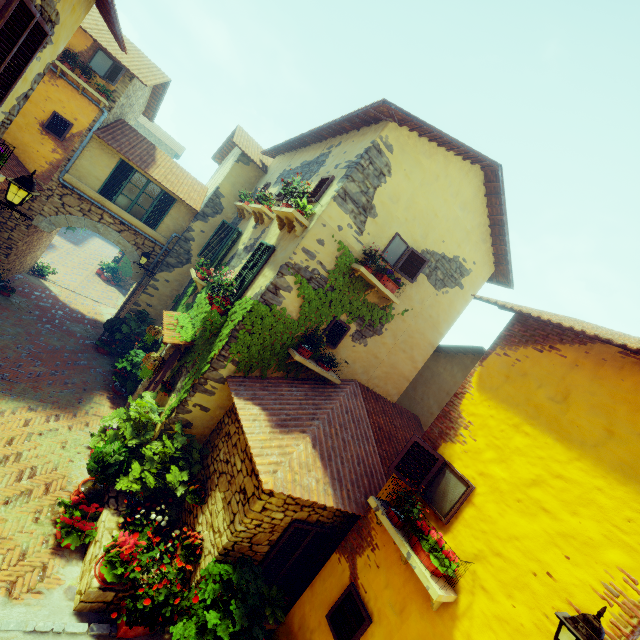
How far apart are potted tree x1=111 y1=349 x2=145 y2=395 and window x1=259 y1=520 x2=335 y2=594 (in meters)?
6.73

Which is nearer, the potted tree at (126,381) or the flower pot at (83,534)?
the flower pot at (83,534)

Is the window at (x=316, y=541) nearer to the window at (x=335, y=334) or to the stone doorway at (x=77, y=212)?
the window at (x=335, y=334)

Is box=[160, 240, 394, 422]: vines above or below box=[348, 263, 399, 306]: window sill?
below

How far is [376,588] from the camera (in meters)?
4.88

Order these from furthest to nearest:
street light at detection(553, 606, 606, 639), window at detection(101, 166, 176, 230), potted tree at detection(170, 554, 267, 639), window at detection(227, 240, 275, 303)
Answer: window at detection(101, 166, 176, 230)
window at detection(227, 240, 275, 303)
potted tree at detection(170, 554, 267, 639)
street light at detection(553, 606, 606, 639)

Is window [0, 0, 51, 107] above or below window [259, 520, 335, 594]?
above

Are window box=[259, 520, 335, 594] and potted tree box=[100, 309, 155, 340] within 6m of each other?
no
